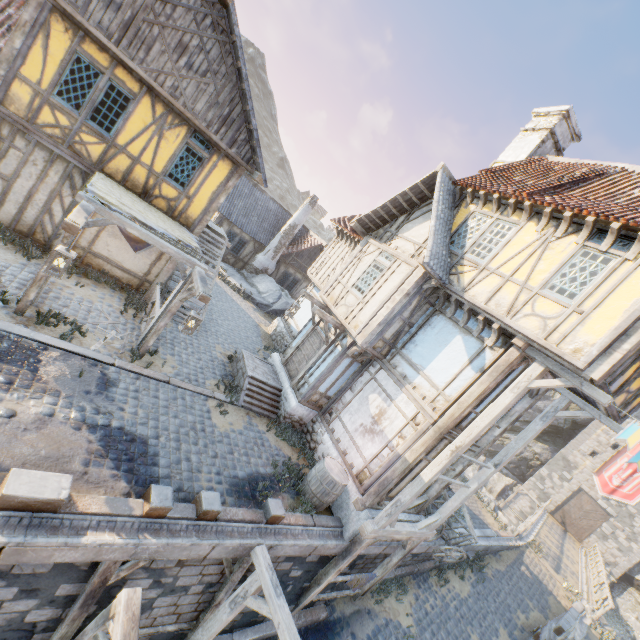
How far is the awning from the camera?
7.4m

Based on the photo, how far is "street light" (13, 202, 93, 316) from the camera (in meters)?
5.79

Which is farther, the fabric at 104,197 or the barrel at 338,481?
the barrel at 338,481

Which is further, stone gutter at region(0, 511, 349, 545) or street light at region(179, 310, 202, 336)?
street light at region(179, 310, 202, 336)

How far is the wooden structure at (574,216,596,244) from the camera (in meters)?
7.14

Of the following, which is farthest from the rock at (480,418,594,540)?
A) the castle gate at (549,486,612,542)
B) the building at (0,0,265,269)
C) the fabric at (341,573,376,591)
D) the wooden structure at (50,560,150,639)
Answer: the wooden structure at (50,560,150,639)

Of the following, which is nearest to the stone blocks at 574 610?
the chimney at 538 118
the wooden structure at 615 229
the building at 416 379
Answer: the building at 416 379

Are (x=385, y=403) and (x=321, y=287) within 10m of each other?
yes
